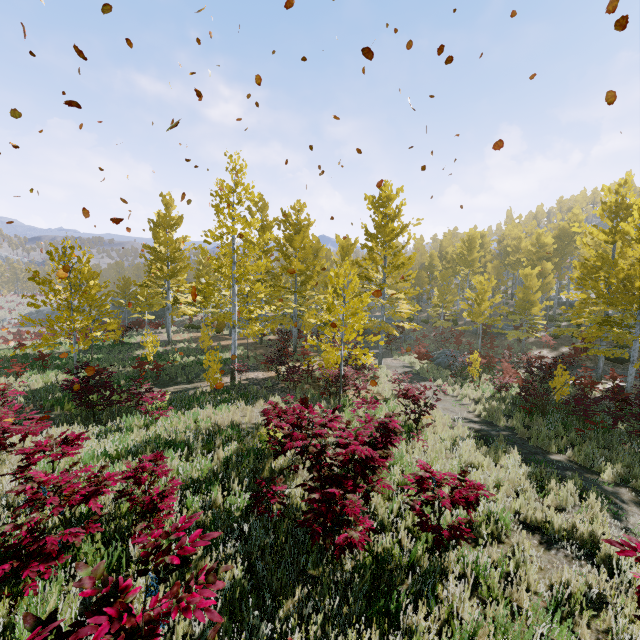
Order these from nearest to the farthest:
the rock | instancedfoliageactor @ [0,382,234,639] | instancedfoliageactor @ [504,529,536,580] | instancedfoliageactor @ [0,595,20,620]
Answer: instancedfoliageactor @ [0,382,234,639] < instancedfoliageactor @ [0,595,20,620] < instancedfoliageactor @ [504,529,536,580] < the rock

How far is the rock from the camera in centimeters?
2044cm

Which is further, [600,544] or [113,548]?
[600,544]

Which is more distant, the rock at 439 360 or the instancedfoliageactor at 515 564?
the rock at 439 360

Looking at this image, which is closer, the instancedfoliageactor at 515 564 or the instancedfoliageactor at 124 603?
the instancedfoliageactor at 124 603

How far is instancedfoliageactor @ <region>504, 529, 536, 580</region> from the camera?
4.0m

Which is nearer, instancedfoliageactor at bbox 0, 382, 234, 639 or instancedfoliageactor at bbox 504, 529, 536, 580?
instancedfoliageactor at bbox 0, 382, 234, 639
